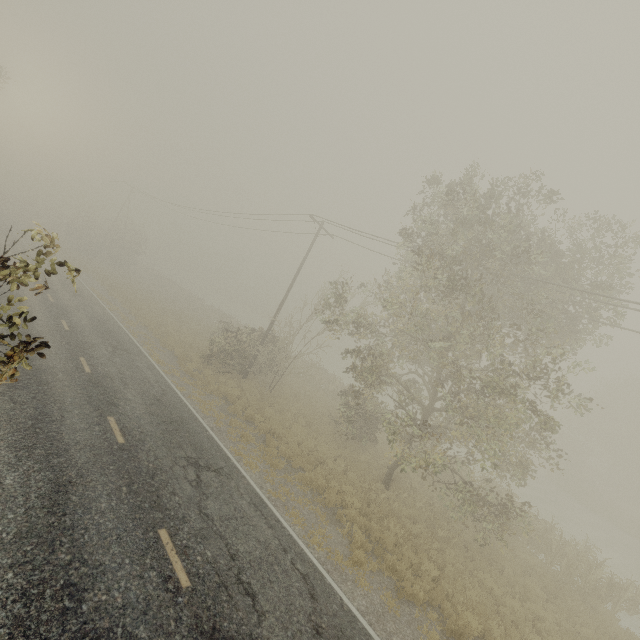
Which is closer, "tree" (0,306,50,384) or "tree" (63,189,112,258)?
"tree" (0,306,50,384)

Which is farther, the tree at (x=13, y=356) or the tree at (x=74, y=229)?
the tree at (x=74, y=229)

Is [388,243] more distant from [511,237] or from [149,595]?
[149,595]

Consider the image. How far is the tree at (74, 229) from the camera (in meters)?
44.12

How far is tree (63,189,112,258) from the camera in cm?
4412
